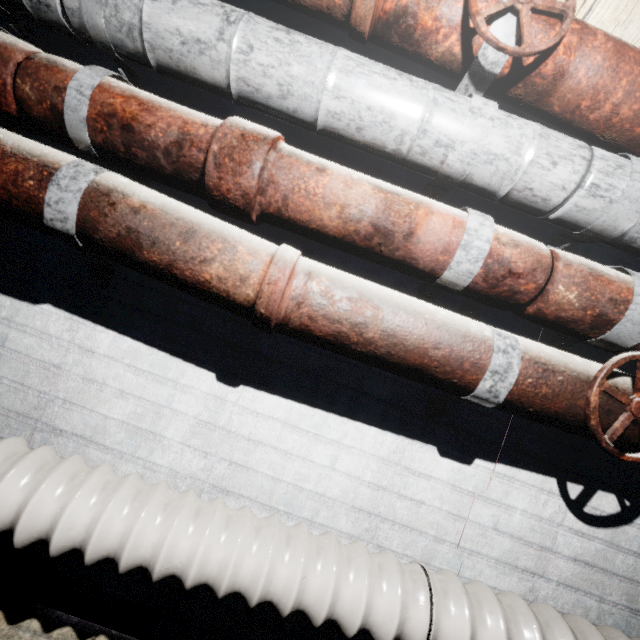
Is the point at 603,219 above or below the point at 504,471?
above

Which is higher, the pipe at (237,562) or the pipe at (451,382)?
the pipe at (451,382)

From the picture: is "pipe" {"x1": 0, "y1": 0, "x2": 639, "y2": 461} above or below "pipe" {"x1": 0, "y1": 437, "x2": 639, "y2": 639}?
above
